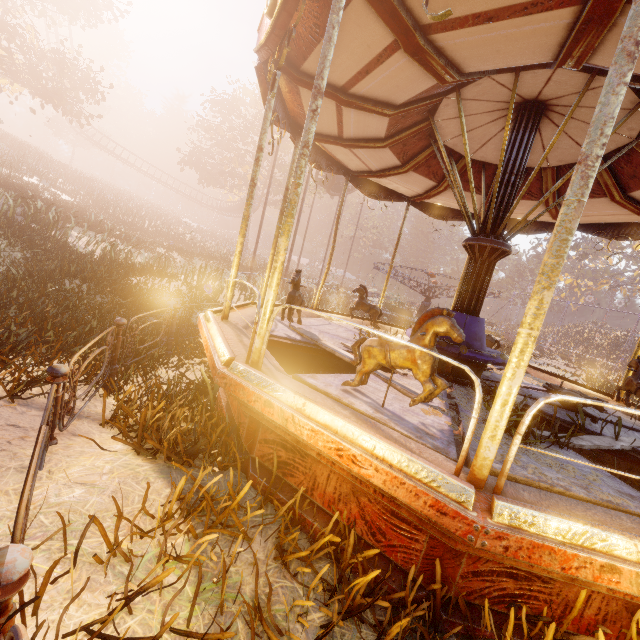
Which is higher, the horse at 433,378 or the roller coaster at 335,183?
the roller coaster at 335,183

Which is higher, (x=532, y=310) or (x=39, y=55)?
(x=39, y=55)

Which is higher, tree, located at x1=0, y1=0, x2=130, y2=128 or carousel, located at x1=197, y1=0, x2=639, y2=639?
tree, located at x1=0, y1=0, x2=130, y2=128

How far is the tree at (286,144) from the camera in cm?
3199

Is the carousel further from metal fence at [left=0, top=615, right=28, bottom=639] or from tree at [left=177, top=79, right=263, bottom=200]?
tree at [left=177, top=79, right=263, bottom=200]

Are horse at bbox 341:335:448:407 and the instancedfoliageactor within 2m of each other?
yes

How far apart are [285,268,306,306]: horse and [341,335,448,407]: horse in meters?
2.0 m

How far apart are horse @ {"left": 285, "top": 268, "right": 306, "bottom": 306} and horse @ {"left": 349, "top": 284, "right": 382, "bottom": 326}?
2.05m
